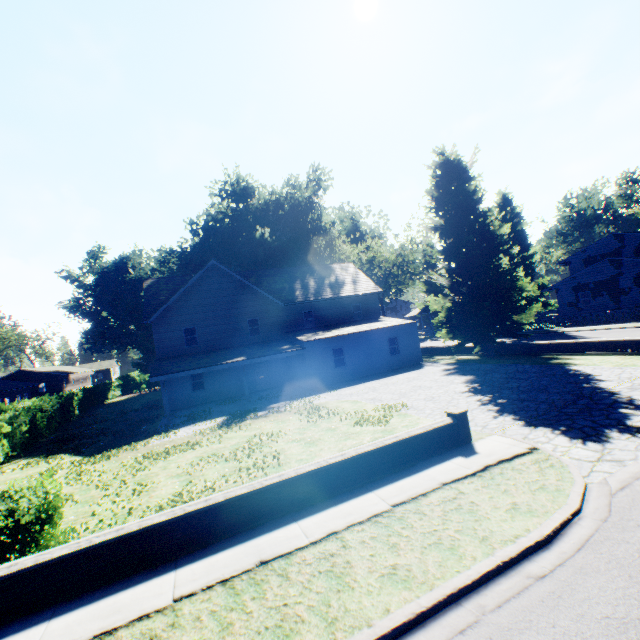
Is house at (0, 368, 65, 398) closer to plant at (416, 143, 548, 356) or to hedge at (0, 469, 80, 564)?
plant at (416, 143, 548, 356)

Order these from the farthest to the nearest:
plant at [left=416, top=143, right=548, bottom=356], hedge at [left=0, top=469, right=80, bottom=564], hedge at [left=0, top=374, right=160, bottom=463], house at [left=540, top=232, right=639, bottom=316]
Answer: house at [left=540, top=232, right=639, bottom=316] < plant at [left=416, top=143, right=548, bottom=356] < hedge at [left=0, top=374, right=160, bottom=463] < hedge at [left=0, top=469, right=80, bottom=564]

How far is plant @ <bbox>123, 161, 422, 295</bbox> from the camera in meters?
38.3 m

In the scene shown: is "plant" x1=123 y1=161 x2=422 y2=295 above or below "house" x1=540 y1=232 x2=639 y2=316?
above

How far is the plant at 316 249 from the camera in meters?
38.3 m

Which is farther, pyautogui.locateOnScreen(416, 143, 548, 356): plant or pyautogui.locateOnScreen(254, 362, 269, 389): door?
pyautogui.locateOnScreen(254, 362, 269, 389): door

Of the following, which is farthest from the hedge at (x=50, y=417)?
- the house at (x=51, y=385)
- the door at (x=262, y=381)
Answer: the door at (x=262, y=381)

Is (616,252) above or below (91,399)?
above
